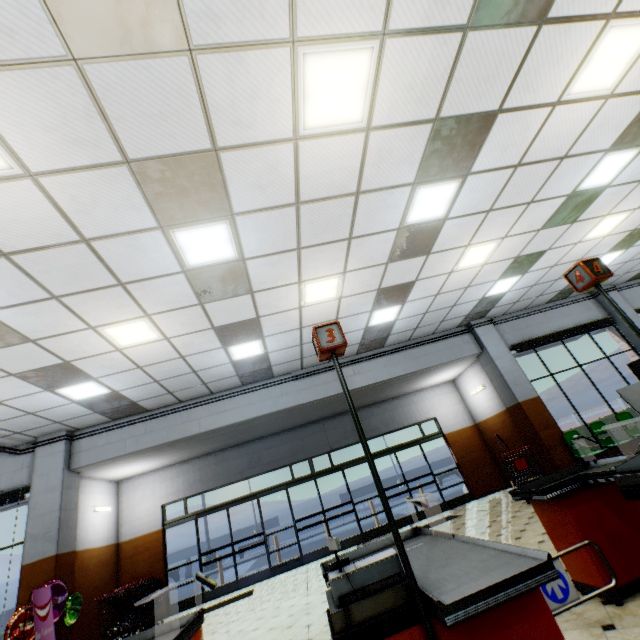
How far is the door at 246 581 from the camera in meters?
9.5 m

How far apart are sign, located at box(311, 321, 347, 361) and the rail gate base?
1.60m

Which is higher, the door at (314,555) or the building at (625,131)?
the building at (625,131)

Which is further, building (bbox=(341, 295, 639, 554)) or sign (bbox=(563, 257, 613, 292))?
building (bbox=(341, 295, 639, 554))

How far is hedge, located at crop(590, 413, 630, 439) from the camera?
9.3 meters

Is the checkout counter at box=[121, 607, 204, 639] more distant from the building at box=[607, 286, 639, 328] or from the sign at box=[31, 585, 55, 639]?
the sign at box=[31, 585, 55, 639]

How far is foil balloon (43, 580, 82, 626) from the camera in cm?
632

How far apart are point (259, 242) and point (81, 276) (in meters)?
2.44
